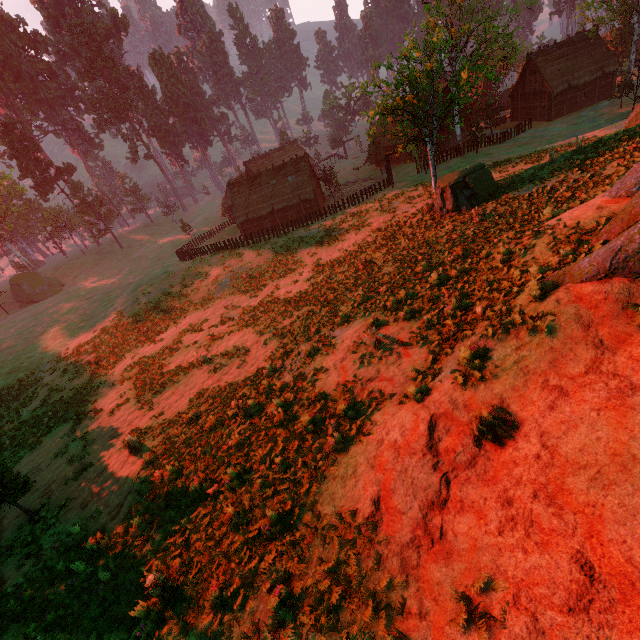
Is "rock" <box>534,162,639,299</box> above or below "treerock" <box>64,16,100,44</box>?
below

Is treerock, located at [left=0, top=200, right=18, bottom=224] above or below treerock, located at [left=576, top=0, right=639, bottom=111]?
above

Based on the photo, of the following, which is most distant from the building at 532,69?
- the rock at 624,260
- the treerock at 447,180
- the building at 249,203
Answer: the rock at 624,260

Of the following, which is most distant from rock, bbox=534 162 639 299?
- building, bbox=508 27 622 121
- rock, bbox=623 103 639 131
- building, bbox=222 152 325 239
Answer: building, bbox=508 27 622 121

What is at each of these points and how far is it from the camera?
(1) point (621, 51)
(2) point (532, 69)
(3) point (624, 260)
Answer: (1) treerock, 43.9 meters
(2) building, 42.4 meters
(3) rock, 5.1 meters

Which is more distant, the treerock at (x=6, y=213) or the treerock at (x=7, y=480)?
the treerock at (x=6, y=213)

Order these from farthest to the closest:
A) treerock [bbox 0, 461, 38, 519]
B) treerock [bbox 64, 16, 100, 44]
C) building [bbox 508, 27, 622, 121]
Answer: treerock [bbox 64, 16, 100, 44] < building [bbox 508, 27, 622, 121] < treerock [bbox 0, 461, 38, 519]
